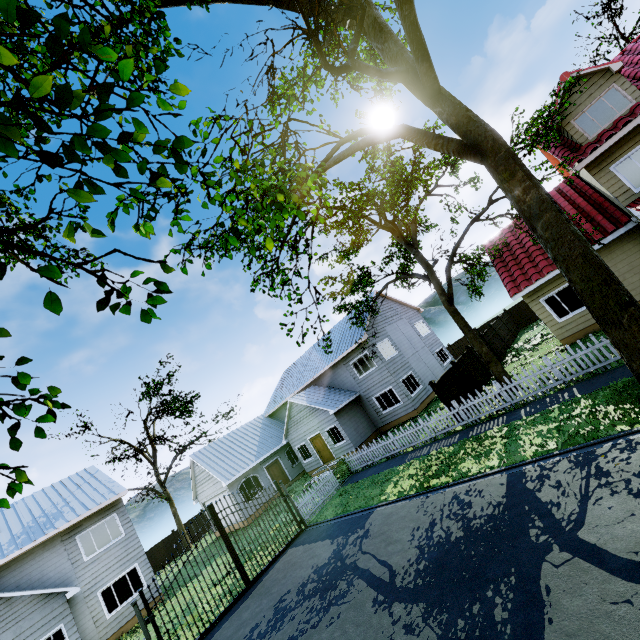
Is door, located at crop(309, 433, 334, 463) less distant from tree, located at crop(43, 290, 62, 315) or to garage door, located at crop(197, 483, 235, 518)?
garage door, located at crop(197, 483, 235, 518)

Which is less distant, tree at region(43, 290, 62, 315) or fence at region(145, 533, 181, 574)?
tree at region(43, 290, 62, 315)

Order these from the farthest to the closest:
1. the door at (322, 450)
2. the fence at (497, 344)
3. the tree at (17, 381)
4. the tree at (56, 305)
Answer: the door at (322, 450) → the fence at (497, 344) → the tree at (17, 381) → the tree at (56, 305)

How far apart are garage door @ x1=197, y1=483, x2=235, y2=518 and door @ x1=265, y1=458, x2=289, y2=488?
3.12m

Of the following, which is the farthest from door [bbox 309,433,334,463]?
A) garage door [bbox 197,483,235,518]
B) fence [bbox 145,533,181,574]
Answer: fence [bbox 145,533,181,574]

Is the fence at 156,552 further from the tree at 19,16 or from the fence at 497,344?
the fence at 497,344

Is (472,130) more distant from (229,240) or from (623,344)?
(229,240)

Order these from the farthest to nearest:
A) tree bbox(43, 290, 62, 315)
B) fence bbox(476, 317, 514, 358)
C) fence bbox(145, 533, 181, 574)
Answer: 1. fence bbox(145, 533, 181, 574)
2. fence bbox(476, 317, 514, 358)
3. tree bbox(43, 290, 62, 315)
